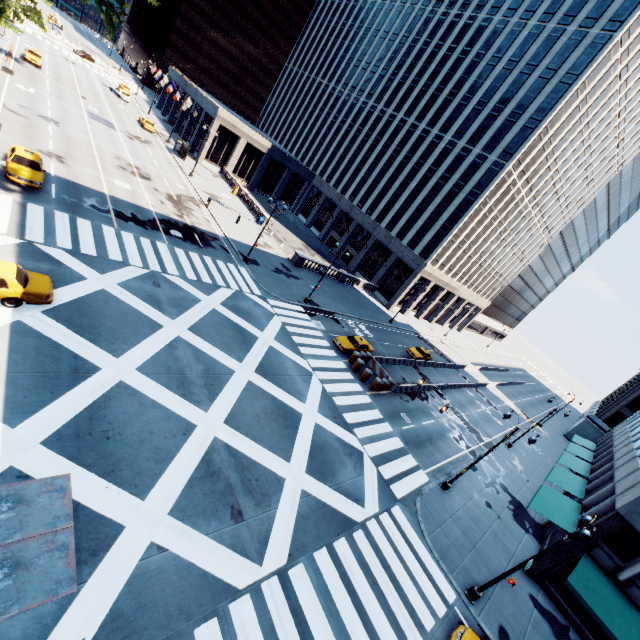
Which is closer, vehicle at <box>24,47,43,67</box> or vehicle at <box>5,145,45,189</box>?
vehicle at <box>5,145,45,189</box>

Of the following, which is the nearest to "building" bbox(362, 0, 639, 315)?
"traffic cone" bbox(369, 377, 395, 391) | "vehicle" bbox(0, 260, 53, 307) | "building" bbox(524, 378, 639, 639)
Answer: "traffic cone" bbox(369, 377, 395, 391)

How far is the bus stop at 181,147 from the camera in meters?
52.2

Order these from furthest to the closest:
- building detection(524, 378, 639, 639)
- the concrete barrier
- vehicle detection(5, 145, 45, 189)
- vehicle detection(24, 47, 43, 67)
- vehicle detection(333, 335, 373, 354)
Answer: vehicle detection(24, 47, 43, 67), the concrete barrier, vehicle detection(333, 335, 373, 354), vehicle detection(5, 145, 45, 189), building detection(524, 378, 639, 639)

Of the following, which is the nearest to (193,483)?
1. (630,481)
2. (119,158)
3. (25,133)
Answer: (630,481)

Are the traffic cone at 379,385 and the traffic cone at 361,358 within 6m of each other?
yes

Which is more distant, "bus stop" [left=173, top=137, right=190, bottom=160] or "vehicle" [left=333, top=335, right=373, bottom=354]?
"bus stop" [left=173, top=137, right=190, bottom=160]

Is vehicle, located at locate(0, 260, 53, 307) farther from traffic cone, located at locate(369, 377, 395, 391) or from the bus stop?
the bus stop
